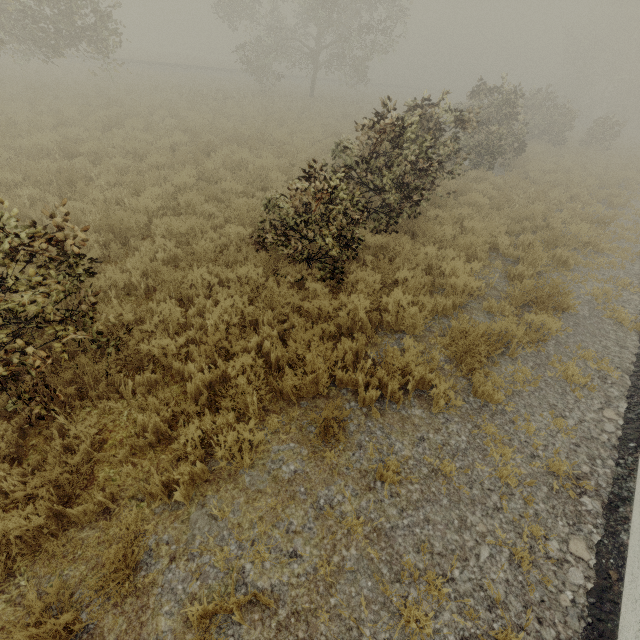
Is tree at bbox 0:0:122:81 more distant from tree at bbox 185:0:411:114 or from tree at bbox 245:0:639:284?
tree at bbox 245:0:639:284

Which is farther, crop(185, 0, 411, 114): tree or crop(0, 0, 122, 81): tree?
crop(185, 0, 411, 114): tree

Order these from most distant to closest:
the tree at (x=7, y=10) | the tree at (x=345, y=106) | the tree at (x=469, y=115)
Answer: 1. the tree at (x=345, y=106)
2. the tree at (x=7, y=10)
3. the tree at (x=469, y=115)

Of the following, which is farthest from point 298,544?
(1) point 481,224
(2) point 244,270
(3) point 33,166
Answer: Result: (3) point 33,166

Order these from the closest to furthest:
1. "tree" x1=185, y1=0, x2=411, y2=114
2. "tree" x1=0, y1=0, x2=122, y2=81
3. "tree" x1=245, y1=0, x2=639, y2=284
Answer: "tree" x1=245, y1=0, x2=639, y2=284, "tree" x1=0, y1=0, x2=122, y2=81, "tree" x1=185, y1=0, x2=411, y2=114

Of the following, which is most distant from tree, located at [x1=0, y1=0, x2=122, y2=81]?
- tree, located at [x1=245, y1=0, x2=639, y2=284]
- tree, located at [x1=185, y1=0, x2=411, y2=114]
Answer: tree, located at [x1=245, y1=0, x2=639, y2=284]

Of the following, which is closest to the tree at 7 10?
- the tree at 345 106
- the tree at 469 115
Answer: the tree at 345 106
